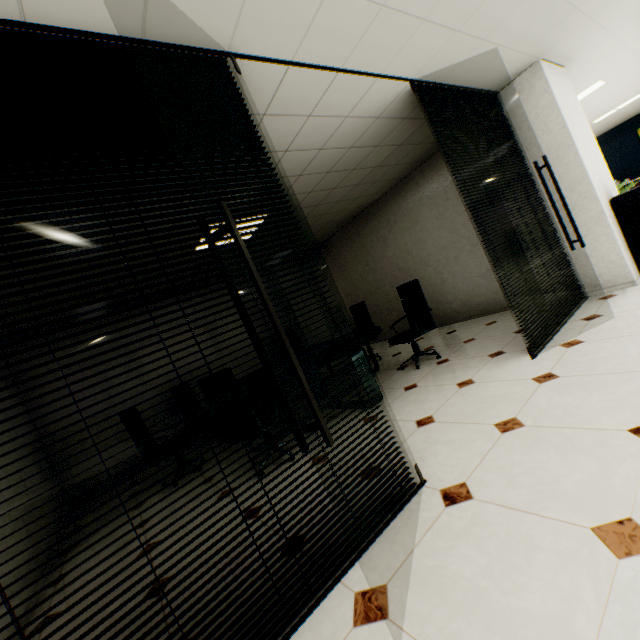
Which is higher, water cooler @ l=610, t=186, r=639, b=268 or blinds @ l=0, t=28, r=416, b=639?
blinds @ l=0, t=28, r=416, b=639

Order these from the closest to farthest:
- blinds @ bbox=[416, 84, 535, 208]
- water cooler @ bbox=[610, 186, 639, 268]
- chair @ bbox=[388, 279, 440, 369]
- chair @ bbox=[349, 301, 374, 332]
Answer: blinds @ bbox=[416, 84, 535, 208] → water cooler @ bbox=[610, 186, 639, 268] → chair @ bbox=[388, 279, 440, 369] → chair @ bbox=[349, 301, 374, 332]

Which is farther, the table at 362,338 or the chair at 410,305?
the chair at 410,305

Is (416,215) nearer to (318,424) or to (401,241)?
(401,241)

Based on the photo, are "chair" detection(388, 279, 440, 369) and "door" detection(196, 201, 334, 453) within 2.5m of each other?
no

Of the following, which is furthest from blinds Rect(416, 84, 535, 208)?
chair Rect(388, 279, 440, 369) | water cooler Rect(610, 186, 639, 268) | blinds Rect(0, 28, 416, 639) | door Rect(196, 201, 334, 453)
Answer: door Rect(196, 201, 334, 453)

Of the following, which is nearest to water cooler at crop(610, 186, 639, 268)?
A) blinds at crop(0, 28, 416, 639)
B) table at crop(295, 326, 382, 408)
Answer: table at crop(295, 326, 382, 408)

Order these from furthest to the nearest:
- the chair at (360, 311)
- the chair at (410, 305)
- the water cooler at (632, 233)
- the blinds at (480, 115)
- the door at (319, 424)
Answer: the chair at (360, 311), the chair at (410, 305), the water cooler at (632, 233), the blinds at (480, 115), the door at (319, 424)
